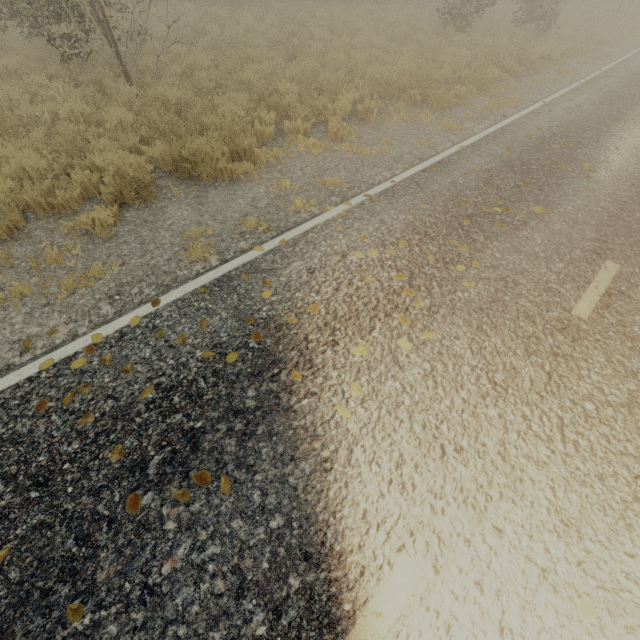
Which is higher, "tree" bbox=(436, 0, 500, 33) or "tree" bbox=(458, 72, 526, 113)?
"tree" bbox=(436, 0, 500, 33)

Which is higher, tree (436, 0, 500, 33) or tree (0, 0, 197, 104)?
tree (0, 0, 197, 104)

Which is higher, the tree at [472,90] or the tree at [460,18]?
the tree at [460,18]

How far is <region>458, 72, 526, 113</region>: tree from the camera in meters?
9.1

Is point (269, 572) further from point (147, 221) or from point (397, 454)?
point (147, 221)

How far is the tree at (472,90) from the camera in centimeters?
912cm

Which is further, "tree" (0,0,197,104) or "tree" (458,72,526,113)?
"tree" (458,72,526,113)
